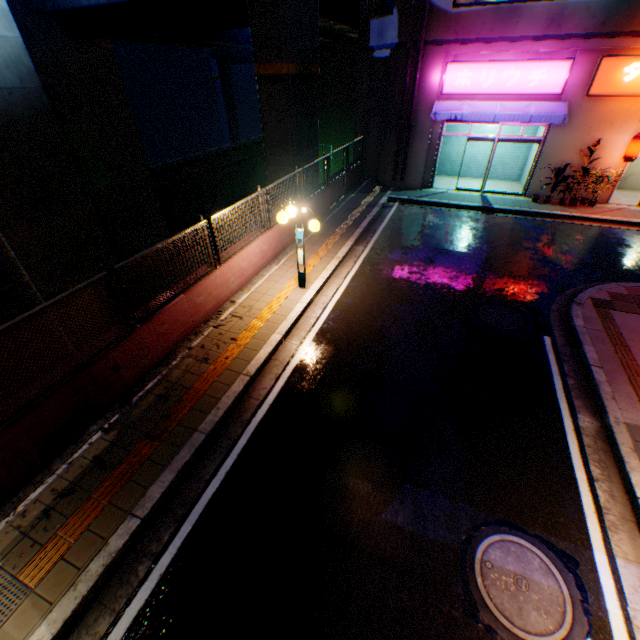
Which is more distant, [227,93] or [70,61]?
[227,93]

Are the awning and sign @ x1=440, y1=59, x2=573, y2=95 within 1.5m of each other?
yes

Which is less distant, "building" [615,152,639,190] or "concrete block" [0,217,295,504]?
"concrete block" [0,217,295,504]

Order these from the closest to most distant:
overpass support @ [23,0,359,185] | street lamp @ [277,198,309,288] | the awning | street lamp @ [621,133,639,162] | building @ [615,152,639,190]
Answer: street lamp @ [277,198,309,288], overpass support @ [23,0,359,185], street lamp @ [621,133,639,162], the awning, building @ [615,152,639,190]

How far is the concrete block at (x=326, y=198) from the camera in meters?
11.6

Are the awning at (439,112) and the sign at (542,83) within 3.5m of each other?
yes

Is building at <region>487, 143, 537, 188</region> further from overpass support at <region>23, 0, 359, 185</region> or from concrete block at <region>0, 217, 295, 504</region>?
overpass support at <region>23, 0, 359, 185</region>

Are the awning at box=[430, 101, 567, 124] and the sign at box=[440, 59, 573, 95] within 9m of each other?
yes
